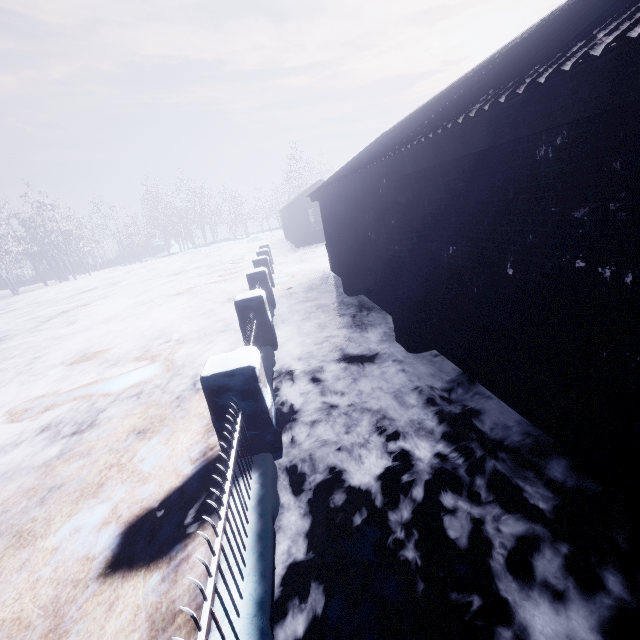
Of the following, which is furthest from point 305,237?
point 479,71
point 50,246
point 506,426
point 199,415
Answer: point 50,246
